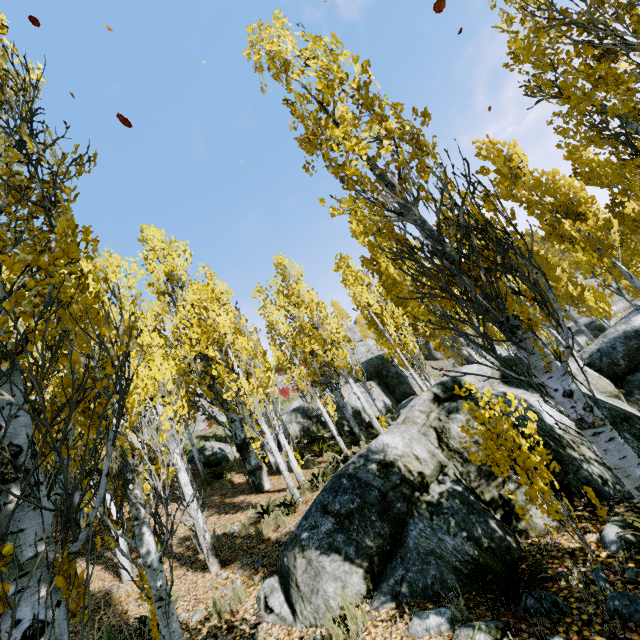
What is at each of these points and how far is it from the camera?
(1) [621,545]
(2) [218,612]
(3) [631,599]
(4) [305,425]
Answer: (1) rock, 3.8 meters
(2) instancedfoliageactor, 5.4 meters
(3) rock, 3.0 meters
(4) rock, 21.3 meters

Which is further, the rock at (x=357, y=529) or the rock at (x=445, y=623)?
the rock at (x=357, y=529)

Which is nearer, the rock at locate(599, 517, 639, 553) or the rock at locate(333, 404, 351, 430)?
the rock at locate(599, 517, 639, 553)

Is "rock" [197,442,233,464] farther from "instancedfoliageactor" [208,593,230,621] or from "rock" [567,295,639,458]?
"rock" [567,295,639,458]

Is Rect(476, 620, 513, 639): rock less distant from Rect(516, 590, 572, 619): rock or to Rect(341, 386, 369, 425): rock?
Rect(516, 590, 572, 619): rock

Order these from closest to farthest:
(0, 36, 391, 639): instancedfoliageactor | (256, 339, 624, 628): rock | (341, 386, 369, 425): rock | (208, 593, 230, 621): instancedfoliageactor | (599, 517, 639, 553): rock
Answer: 1. (0, 36, 391, 639): instancedfoliageactor
2. (599, 517, 639, 553): rock
3. (256, 339, 624, 628): rock
4. (208, 593, 230, 621): instancedfoliageactor
5. (341, 386, 369, 425): rock

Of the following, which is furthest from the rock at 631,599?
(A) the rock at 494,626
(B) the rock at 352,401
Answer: (B) the rock at 352,401
